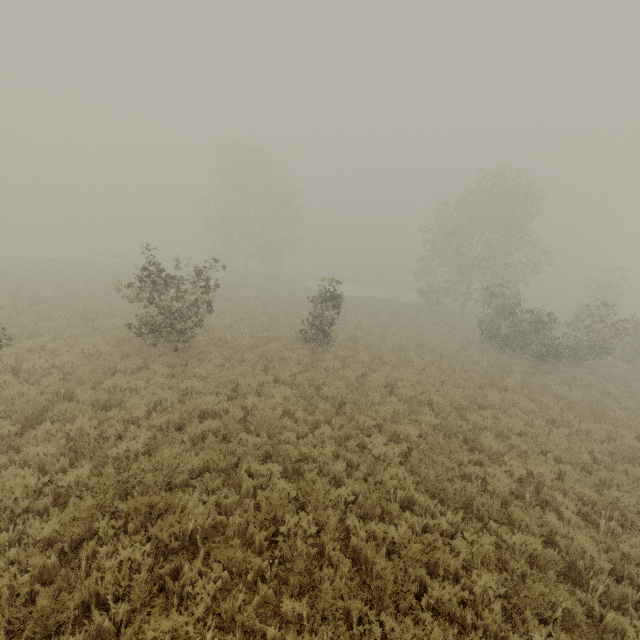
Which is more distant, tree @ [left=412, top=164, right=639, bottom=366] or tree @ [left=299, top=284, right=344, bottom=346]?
tree @ [left=412, top=164, right=639, bottom=366]

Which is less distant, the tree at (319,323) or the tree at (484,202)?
the tree at (319,323)

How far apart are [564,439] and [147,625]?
11.39m

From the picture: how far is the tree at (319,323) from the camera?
14.91m

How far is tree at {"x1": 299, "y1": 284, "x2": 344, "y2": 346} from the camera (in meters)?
14.91
